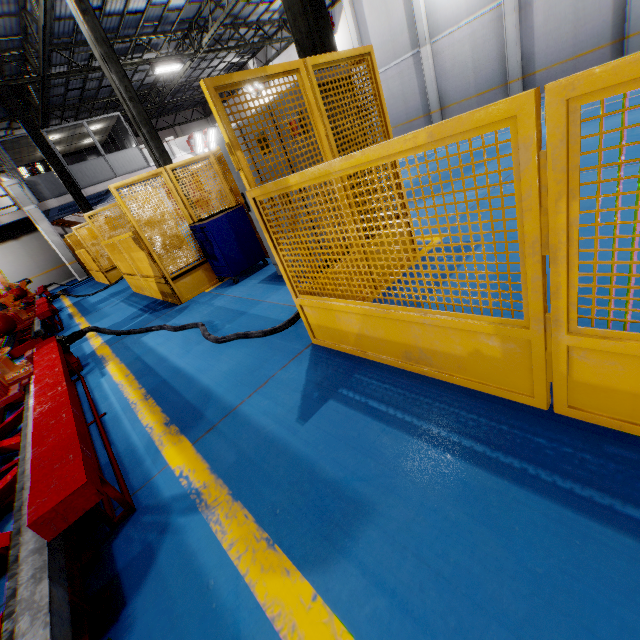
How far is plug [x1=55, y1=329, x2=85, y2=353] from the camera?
4.6m

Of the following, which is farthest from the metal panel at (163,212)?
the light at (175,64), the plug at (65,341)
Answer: the light at (175,64)

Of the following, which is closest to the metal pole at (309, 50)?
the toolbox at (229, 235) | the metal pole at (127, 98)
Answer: the toolbox at (229, 235)

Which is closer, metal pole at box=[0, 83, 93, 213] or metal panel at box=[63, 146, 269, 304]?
metal panel at box=[63, 146, 269, 304]

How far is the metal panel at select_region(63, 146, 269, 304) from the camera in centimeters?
565cm

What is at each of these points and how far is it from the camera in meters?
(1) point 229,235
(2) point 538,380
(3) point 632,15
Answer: (1) toolbox, 5.8
(2) metal panel, 1.6
(3) cement column, 11.6

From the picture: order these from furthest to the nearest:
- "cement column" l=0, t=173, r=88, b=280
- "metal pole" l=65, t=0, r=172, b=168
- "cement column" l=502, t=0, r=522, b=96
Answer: "cement column" l=0, t=173, r=88, b=280
"cement column" l=502, t=0, r=522, b=96
"metal pole" l=65, t=0, r=172, b=168

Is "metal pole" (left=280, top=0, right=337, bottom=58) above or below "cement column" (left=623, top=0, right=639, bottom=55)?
above
